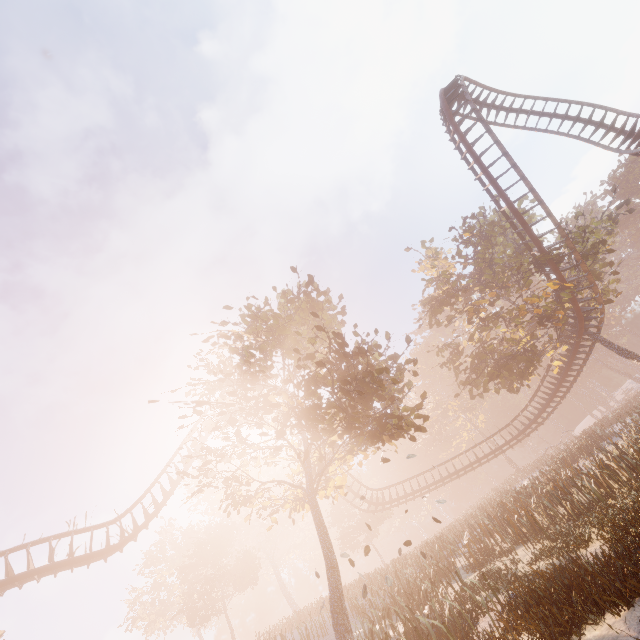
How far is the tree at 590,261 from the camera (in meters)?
20.41

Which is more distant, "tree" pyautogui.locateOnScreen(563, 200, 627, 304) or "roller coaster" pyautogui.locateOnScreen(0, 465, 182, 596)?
"tree" pyautogui.locateOnScreen(563, 200, 627, 304)

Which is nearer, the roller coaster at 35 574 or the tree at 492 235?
the roller coaster at 35 574

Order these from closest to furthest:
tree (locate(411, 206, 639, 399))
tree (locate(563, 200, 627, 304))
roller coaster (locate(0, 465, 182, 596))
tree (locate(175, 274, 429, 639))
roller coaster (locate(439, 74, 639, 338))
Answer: tree (locate(175, 274, 429, 639))
roller coaster (locate(0, 465, 182, 596))
roller coaster (locate(439, 74, 639, 338))
tree (locate(563, 200, 627, 304))
tree (locate(411, 206, 639, 399))

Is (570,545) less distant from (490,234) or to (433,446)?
(490,234)
